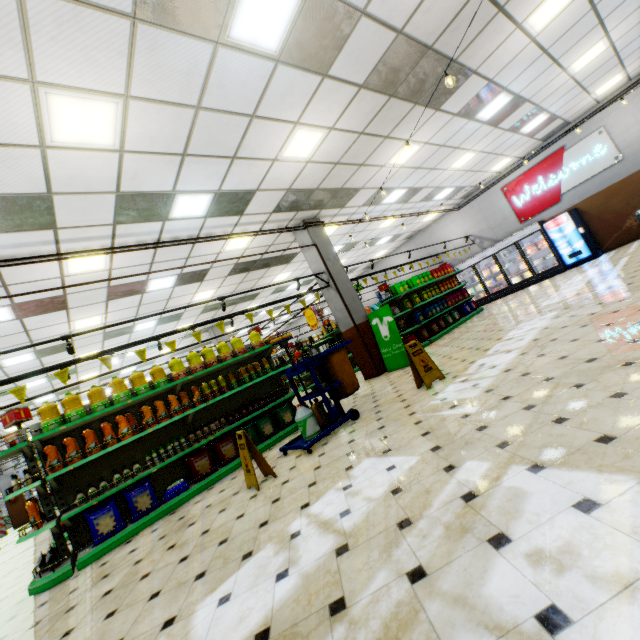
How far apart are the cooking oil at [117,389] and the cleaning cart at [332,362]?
2.6m

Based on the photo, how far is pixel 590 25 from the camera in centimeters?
679cm

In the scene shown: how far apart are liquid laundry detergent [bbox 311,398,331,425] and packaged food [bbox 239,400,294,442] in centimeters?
148cm

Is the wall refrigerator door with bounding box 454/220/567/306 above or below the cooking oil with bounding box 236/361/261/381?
above

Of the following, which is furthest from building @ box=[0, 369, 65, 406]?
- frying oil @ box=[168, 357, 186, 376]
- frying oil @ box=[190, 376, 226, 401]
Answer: frying oil @ box=[168, 357, 186, 376]

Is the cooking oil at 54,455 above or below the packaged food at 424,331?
above

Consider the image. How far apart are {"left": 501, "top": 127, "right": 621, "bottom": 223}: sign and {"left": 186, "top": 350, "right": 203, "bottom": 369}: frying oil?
14.2m

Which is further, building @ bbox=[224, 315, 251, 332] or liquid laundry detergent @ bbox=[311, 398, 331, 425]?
building @ bbox=[224, 315, 251, 332]
